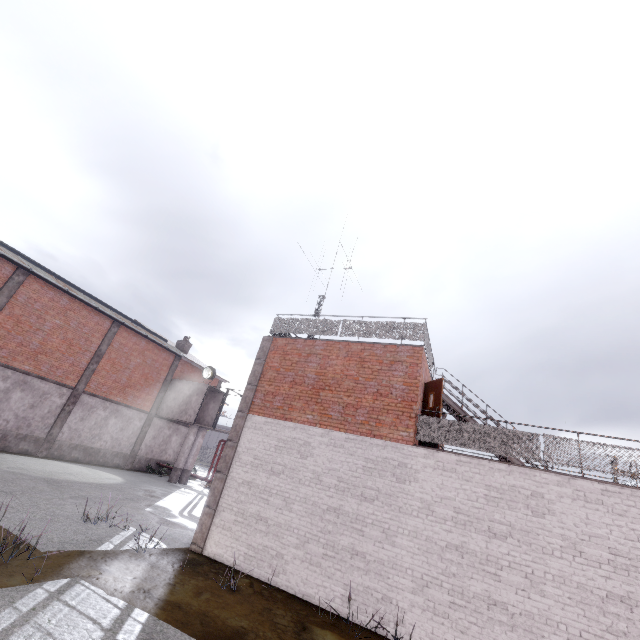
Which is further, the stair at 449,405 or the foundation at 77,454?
the foundation at 77,454

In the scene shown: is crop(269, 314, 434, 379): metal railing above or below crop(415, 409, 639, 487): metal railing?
above

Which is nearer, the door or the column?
the door

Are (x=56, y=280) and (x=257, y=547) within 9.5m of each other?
no

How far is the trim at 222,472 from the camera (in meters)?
9.70

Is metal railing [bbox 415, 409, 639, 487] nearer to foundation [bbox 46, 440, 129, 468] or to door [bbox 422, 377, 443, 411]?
door [bbox 422, 377, 443, 411]

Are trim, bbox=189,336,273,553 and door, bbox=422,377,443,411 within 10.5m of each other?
yes

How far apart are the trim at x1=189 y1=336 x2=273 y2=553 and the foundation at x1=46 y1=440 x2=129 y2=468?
15.2m
